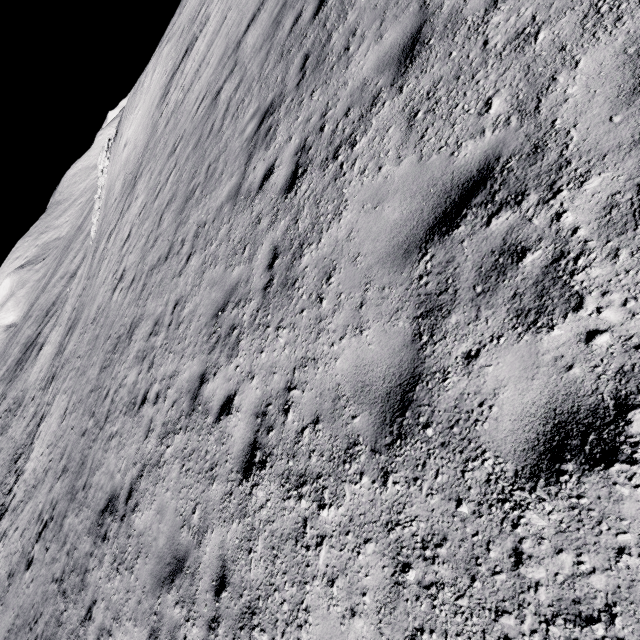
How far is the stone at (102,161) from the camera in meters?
31.4 m

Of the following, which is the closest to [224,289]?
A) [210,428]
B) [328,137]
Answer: [210,428]

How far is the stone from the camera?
31.44m
